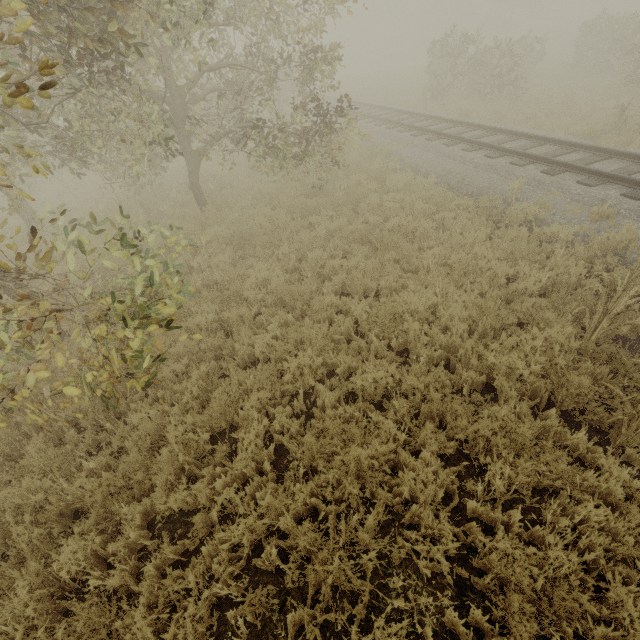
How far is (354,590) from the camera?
3.01m

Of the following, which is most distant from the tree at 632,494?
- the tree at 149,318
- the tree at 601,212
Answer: the tree at 601,212

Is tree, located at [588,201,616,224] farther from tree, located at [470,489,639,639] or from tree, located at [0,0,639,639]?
tree, located at [470,489,639,639]

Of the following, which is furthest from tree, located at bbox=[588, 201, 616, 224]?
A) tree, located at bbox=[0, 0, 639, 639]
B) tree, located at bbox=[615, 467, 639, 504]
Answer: tree, located at bbox=[615, 467, 639, 504]

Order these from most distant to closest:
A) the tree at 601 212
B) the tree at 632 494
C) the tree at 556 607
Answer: the tree at 601 212 < the tree at 632 494 < the tree at 556 607
